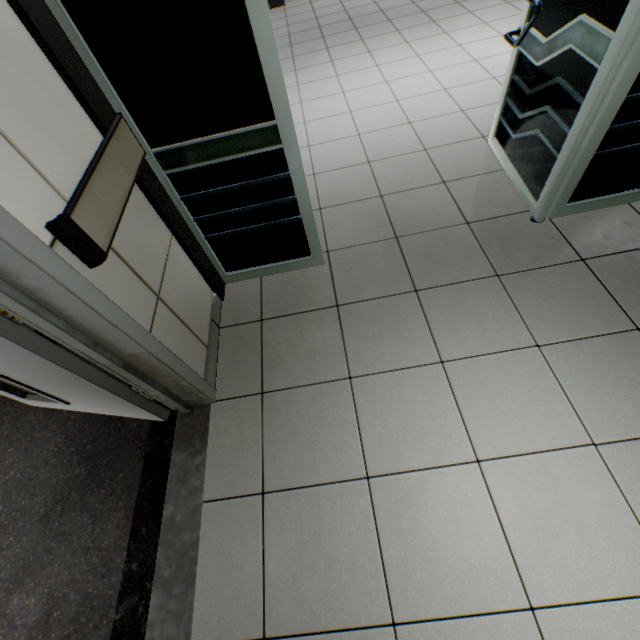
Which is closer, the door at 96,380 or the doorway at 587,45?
the door at 96,380

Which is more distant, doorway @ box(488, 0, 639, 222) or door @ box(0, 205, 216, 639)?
doorway @ box(488, 0, 639, 222)

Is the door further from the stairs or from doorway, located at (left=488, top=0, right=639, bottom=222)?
doorway, located at (left=488, top=0, right=639, bottom=222)

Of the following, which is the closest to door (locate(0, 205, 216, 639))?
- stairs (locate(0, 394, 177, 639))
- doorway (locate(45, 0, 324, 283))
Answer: stairs (locate(0, 394, 177, 639))

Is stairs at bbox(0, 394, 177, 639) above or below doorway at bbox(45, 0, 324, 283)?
below

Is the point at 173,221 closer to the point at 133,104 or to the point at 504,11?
the point at 133,104

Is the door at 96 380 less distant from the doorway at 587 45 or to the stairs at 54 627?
the stairs at 54 627
